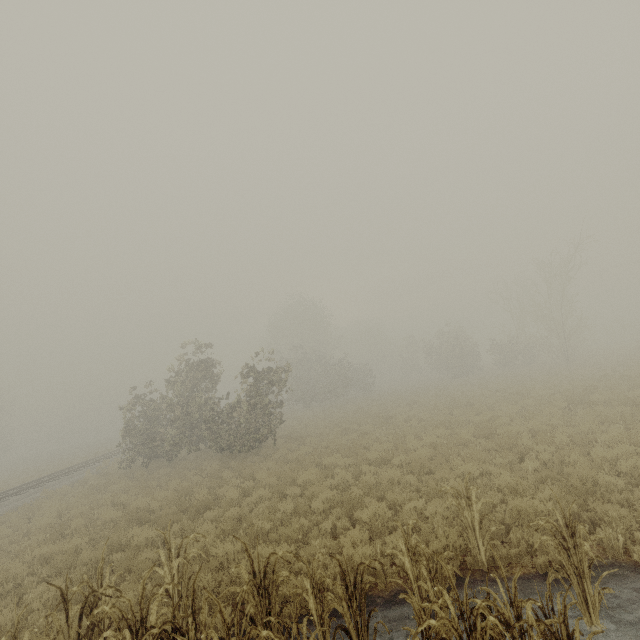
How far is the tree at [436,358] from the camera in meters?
36.6

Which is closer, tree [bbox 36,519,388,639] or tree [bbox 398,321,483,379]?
tree [bbox 36,519,388,639]

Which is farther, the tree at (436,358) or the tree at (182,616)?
the tree at (436,358)

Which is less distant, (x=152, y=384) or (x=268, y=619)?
(x=268, y=619)

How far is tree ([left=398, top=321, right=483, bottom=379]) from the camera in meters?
36.6 m

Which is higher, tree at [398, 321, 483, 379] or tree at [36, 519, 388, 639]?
tree at [398, 321, 483, 379]
